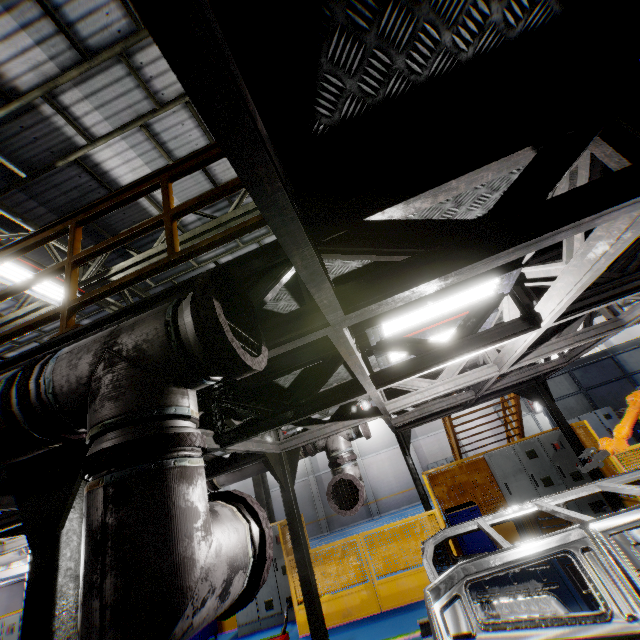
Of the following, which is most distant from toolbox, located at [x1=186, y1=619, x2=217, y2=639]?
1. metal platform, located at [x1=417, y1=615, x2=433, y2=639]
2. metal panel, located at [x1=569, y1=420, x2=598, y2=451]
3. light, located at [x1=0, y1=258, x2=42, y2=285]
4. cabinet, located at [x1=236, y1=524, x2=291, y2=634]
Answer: light, located at [x1=0, y1=258, x2=42, y2=285]

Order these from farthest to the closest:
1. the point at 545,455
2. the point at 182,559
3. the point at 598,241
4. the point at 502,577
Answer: the point at 545,455 → the point at 502,577 → the point at 598,241 → the point at 182,559

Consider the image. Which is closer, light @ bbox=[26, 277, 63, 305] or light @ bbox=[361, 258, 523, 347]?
light @ bbox=[361, 258, 523, 347]

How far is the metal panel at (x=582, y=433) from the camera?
7.5m

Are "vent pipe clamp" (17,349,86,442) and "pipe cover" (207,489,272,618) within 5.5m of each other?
yes

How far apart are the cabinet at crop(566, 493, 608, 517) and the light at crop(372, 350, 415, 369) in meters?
6.2

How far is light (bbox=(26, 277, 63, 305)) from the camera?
6.4m

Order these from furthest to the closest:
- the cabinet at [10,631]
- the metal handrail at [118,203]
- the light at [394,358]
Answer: the cabinet at [10,631]
the light at [394,358]
the metal handrail at [118,203]
